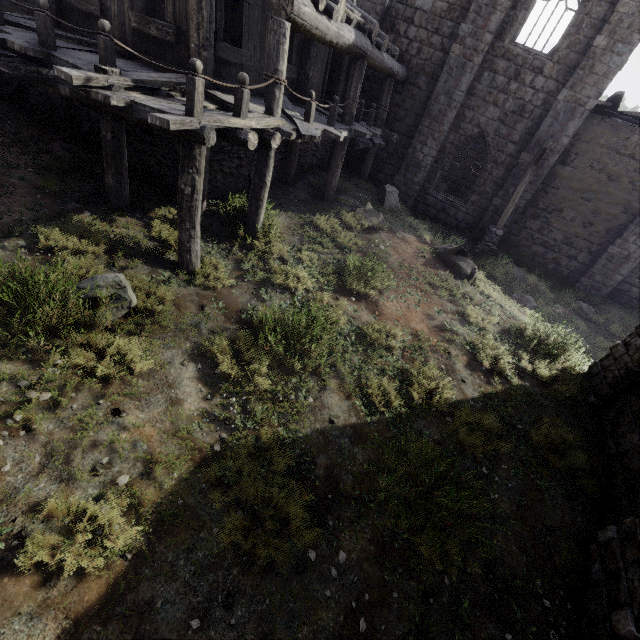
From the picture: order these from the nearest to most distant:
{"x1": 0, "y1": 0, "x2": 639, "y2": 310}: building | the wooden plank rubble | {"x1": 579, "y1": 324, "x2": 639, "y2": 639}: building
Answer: {"x1": 579, "y1": 324, "x2": 639, "y2": 639}: building
{"x1": 0, "y1": 0, "x2": 639, "y2": 310}: building
the wooden plank rubble

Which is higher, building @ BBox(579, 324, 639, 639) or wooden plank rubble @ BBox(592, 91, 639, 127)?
wooden plank rubble @ BBox(592, 91, 639, 127)

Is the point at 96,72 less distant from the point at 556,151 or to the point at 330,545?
the point at 330,545

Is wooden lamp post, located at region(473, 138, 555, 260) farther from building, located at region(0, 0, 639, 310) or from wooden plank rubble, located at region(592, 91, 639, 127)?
wooden plank rubble, located at region(592, 91, 639, 127)

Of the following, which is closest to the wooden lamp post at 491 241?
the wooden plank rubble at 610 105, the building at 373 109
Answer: the building at 373 109

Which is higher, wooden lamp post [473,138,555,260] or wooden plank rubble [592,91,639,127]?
wooden plank rubble [592,91,639,127]

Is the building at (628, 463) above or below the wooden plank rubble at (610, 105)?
below

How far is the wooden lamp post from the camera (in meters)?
12.09
